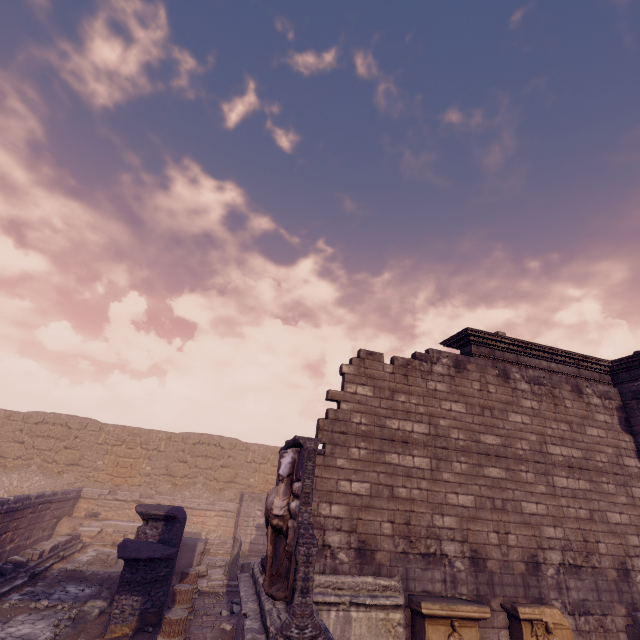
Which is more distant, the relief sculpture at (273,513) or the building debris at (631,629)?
the building debris at (631,629)

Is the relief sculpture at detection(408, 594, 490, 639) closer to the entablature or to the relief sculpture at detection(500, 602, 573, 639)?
the relief sculpture at detection(500, 602, 573, 639)

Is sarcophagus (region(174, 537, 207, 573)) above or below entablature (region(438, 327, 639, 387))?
below

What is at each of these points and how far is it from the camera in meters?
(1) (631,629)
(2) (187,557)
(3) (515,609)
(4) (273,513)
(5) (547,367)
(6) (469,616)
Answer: (1) building debris, 7.1
(2) sarcophagus, 11.8
(3) relief sculpture, 6.5
(4) relief sculpture, 5.1
(5) entablature, 10.3
(6) relief sculpture, 6.1

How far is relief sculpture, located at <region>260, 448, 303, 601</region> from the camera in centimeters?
462cm

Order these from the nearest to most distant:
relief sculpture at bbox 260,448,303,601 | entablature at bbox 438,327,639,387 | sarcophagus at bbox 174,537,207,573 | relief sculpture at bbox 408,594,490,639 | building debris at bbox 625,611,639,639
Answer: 1. relief sculpture at bbox 260,448,303,601
2. relief sculpture at bbox 408,594,490,639
3. building debris at bbox 625,611,639,639
4. entablature at bbox 438,327,639,387
5. sarcophagus at bbox 174,537,207,573

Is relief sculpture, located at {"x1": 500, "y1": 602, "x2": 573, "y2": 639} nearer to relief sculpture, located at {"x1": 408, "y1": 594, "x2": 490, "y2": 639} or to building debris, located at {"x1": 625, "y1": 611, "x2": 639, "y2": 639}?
building debris, located at {"x1": 625, "y1": 611, "x2": 639, "y2": 639}

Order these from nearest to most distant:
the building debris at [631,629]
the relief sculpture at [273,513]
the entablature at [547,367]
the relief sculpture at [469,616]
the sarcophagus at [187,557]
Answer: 1. the relief sculpture at [273,513]
2. the relief sculpture at [469,616]
3. the building debris at [631,629]
4. the entablature at [547,367]
5. the sarcophagus at [187,557]
